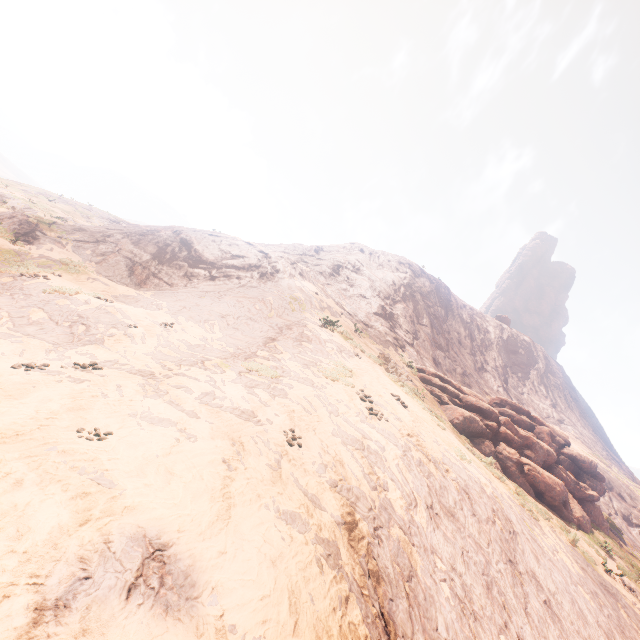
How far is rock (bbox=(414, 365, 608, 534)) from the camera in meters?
16.6

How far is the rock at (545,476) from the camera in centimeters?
1656cm

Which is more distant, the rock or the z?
the rock

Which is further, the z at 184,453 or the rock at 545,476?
the rock at 545,476

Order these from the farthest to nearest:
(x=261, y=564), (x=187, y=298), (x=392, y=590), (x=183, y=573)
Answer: (x=187, y=298) < (x=392, y=590) < (x=261, y=564) < (x=183, y=573)
